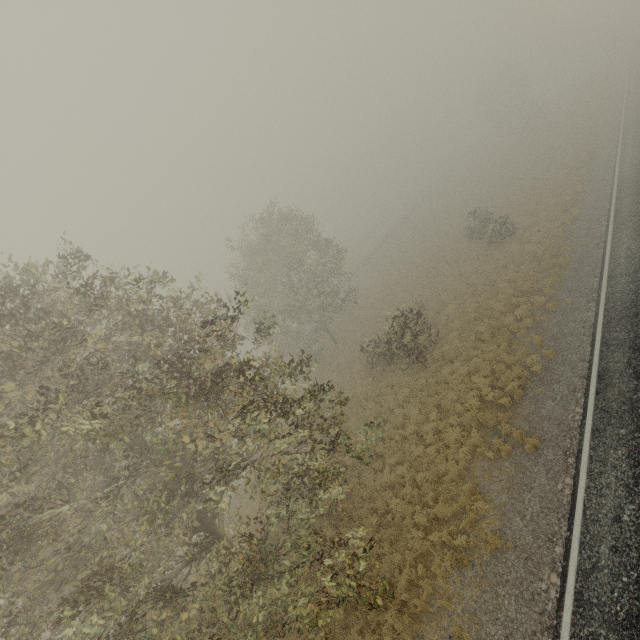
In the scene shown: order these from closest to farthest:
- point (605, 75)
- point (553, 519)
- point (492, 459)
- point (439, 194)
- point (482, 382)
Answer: point (553, 519) → point (492, 459) → point (482, 382) → point (605, 75) → point (439, 194)
